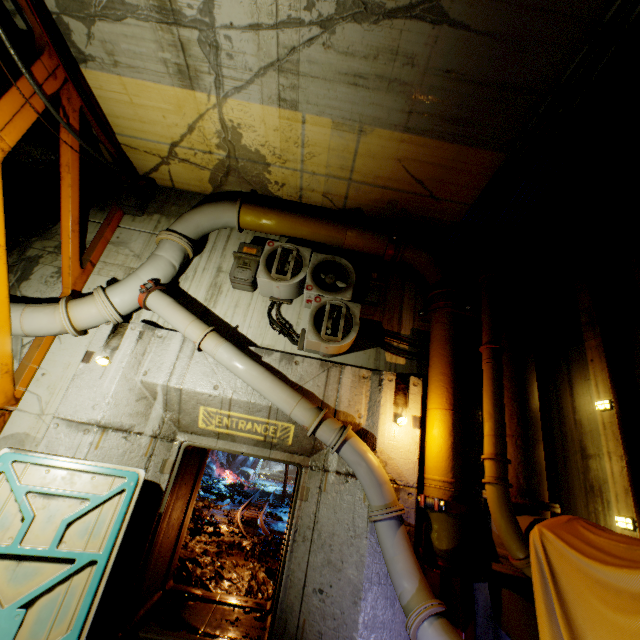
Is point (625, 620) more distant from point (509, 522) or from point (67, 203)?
point (67, 203)

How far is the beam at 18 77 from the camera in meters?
4.0

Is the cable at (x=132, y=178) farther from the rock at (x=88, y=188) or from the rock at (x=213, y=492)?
the rock at (x=213, y=492)

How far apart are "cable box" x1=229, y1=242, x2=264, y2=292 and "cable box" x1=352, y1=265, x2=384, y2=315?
1.7 meters

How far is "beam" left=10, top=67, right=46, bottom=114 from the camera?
4.0m

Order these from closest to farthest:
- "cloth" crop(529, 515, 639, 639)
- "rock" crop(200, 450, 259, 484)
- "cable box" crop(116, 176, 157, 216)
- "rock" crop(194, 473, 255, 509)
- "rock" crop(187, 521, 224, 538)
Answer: "cloth" crop(529, 515, 639, 639) < "cable box" crop(116, 176, 157, 216) < "rock" crop(187, 521, 224, 538) < "rock" crop(194, 473, 255, 509) < "rock" crop(200, 450, 259, 484)

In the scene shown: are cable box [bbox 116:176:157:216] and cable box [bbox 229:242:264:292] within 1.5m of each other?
no

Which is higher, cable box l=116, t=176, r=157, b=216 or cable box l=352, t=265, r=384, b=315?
cable box l=116, t=176, r=157, b=216
